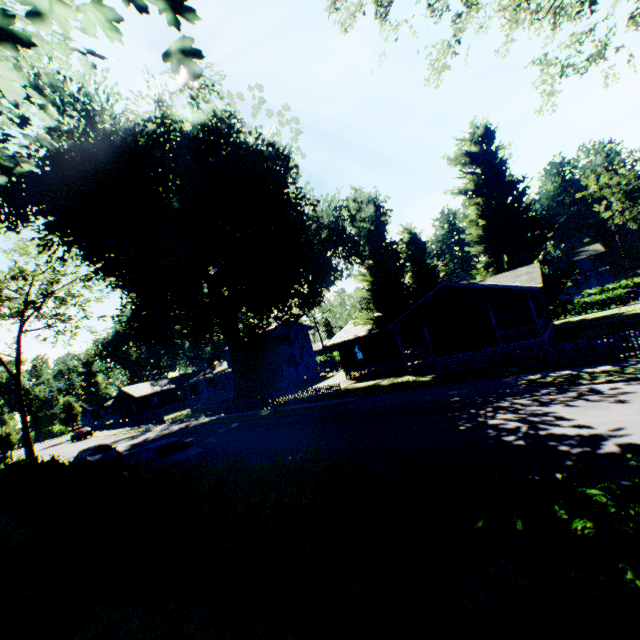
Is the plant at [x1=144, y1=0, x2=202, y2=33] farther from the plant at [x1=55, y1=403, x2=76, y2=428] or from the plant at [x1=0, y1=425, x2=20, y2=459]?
the plant at [x1=55, y1=403, x2=76, y2=428]

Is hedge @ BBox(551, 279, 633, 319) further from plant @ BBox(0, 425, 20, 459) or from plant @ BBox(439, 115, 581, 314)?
plant @ BBox(0, 425, 20, 459)

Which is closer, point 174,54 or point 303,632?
point 174,54

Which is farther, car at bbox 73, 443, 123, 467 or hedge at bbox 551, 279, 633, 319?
hedge at bbox 551, 279, 633, 319

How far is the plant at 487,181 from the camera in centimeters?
3447cm

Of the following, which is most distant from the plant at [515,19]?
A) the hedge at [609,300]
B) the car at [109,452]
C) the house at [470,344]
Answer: the hedge at [609,300]

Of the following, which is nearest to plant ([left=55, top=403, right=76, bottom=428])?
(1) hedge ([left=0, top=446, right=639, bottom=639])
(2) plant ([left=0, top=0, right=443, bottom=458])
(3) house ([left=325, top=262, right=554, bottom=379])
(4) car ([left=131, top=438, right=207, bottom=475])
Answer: (3) house ([left=325, top=262, right=554, bottom=379])

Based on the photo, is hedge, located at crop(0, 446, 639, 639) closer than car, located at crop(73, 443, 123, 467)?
Yes
